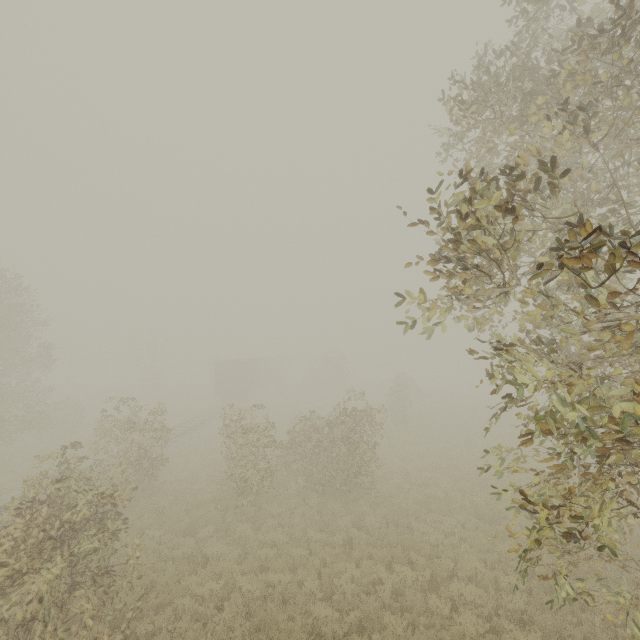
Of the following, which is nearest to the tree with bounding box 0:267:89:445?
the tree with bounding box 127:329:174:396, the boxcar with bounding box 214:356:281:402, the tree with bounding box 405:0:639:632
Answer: the boxcar with bounding box 214:356:281:402

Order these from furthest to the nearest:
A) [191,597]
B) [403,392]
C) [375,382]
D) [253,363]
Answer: [375,382], [253,363], [403,392], [191,597]

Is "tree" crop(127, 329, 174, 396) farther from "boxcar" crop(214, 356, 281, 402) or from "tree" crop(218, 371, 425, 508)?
"boxcar" crop(214, 356, 281, 402)

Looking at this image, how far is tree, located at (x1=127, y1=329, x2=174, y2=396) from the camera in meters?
48.0 m

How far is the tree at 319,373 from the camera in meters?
42.2

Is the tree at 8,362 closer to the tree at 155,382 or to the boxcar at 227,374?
the boxcar at 227,374

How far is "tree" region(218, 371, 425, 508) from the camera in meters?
13.1

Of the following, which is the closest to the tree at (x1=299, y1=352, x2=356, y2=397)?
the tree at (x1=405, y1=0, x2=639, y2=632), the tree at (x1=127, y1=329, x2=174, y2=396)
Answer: the tree at (x1=405, y1=0, x2=639, y2=632)
